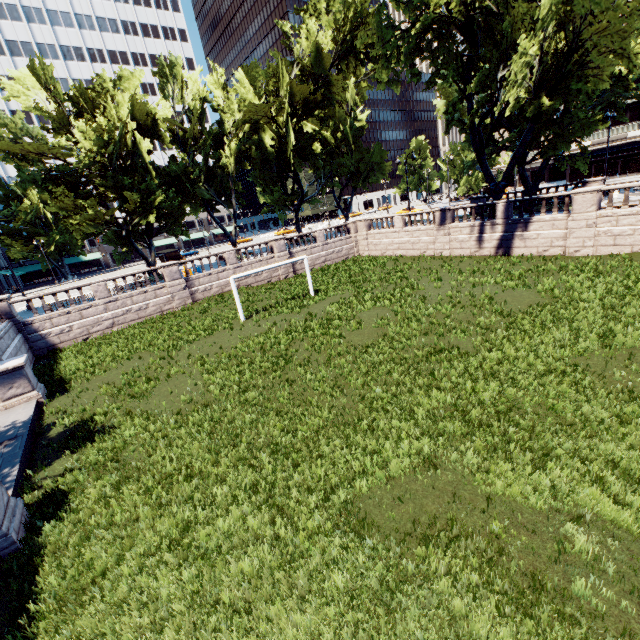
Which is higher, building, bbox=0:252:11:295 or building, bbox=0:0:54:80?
building, bbox=0:0:54:80

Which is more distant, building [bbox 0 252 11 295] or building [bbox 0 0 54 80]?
building [bbox 0 0 54 80]

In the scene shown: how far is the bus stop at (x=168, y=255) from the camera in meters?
42.0

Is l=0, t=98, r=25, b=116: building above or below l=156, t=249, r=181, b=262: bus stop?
above

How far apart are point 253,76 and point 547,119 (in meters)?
29.88

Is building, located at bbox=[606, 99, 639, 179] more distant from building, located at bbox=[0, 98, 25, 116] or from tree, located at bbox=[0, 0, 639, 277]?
building, located at bbox=[0, 98, 25, 116]

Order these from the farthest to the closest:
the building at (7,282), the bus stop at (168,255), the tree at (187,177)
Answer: the building at (7,282) < the bus stop at (168,255) < the tree at (187,177)
